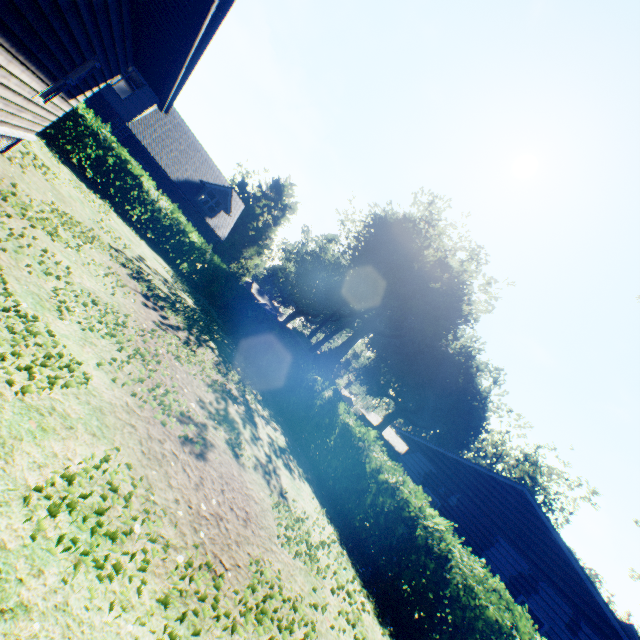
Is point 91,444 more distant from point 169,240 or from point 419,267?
point 419,267

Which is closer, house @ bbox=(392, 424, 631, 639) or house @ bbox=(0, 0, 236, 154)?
house @ bbox=(0, 0, 236, 154)

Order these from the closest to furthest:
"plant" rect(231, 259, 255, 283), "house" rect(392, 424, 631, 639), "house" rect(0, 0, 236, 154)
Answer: "house" rect(0, 0, 236, 154) → "house" rect(392, 424, 631, 639) → "plant" rect(231, 259, 255, 283)

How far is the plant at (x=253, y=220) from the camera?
55.5 meters

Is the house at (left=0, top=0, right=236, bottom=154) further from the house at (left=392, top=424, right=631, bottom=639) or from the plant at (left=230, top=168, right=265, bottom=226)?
the plant at (left=230, top=168, right=265, bottom=226)

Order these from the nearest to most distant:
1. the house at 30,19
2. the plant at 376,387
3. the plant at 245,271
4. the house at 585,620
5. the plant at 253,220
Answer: the house at 30,19
the house at 585,620
the plant at 376,387
the plant at 245,271
the plant at 253,220

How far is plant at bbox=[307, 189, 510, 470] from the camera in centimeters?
3559cm

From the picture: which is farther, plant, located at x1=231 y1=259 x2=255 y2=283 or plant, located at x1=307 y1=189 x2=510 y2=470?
plant, located at x1=231 y1=259 x2=255 y2=283
